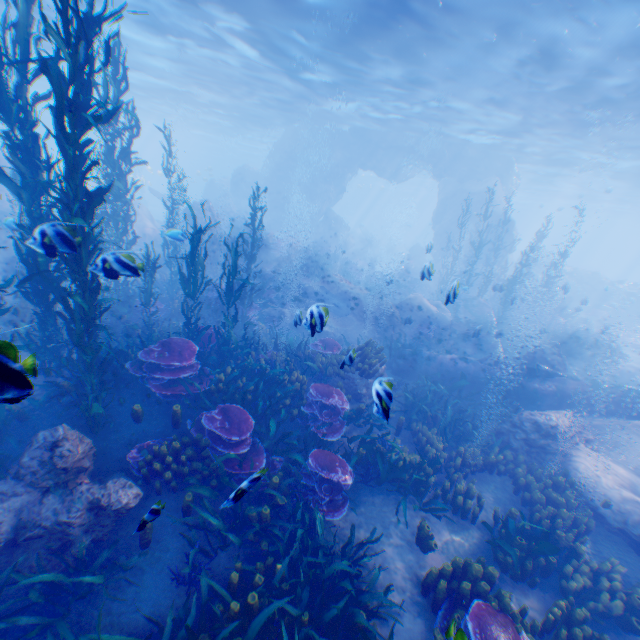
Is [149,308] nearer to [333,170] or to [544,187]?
[333,170]

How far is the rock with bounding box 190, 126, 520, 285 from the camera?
27.73m

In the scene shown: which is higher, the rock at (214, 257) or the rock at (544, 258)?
the rock at (544, 258)

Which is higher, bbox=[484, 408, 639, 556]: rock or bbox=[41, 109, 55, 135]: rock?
bbox=[41, 109, 55, 135]: rock

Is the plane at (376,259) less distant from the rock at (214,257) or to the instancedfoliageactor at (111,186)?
the rock at (214,257)

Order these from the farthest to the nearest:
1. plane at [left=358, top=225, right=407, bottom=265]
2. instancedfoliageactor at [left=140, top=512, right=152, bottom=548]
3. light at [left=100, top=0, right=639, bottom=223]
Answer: plane at [left=358, top=225, right=407, bottom=265] → light at [left=100, top=0, right=639, bottom=223] → instancedfoliageactor at [left=140, top=512, right=152, bottom=548]

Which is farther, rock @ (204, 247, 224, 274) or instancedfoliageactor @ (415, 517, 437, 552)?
rock @ (204, 247, 224, 274)
